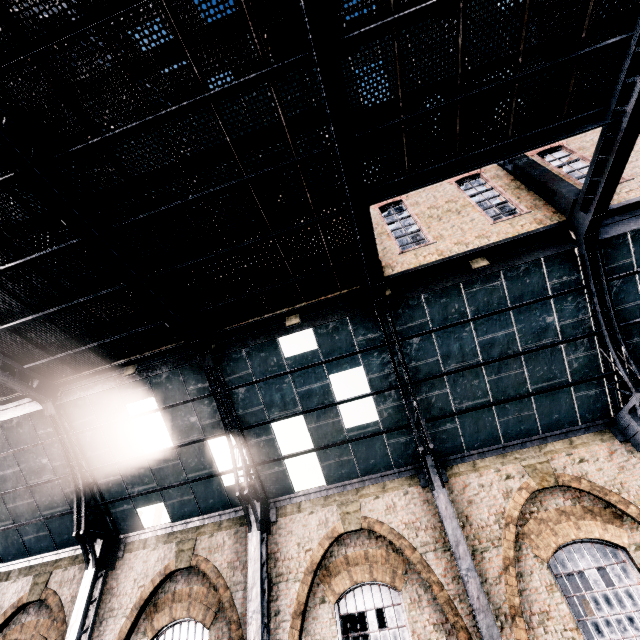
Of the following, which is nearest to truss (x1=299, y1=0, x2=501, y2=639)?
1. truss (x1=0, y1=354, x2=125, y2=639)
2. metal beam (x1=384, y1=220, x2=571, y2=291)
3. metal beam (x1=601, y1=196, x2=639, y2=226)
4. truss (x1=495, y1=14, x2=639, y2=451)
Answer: metal beam (x1=384, y1=220, x2=571, y2=291)

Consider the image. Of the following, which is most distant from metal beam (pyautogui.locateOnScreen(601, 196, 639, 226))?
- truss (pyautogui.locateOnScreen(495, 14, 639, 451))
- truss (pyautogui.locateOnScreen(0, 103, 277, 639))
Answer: truss (pyautogui.locateOnScreen(0, 103, 277, 639))

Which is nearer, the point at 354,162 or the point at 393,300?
the point at 354,162

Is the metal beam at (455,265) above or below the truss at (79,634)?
above

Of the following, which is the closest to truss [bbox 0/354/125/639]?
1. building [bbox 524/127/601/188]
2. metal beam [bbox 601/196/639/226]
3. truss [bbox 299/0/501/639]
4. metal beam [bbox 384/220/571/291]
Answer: building [bbox 524/127/601/188]

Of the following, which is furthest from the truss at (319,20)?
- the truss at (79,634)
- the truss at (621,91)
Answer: the truss at (79,634)

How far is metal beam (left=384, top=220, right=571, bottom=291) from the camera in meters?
9.4

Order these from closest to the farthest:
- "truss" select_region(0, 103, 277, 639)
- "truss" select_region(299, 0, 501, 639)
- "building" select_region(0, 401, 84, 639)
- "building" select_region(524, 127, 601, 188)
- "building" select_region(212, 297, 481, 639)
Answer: "truss" select_region(299, 0, 501, 639), "truss" select_region(0, 103, 277, 639), "building" select_region(212, 297, 481, 639), "building" select_region(524, 127, 601, 188), "building" select_region(0, 401, 84, 639)
